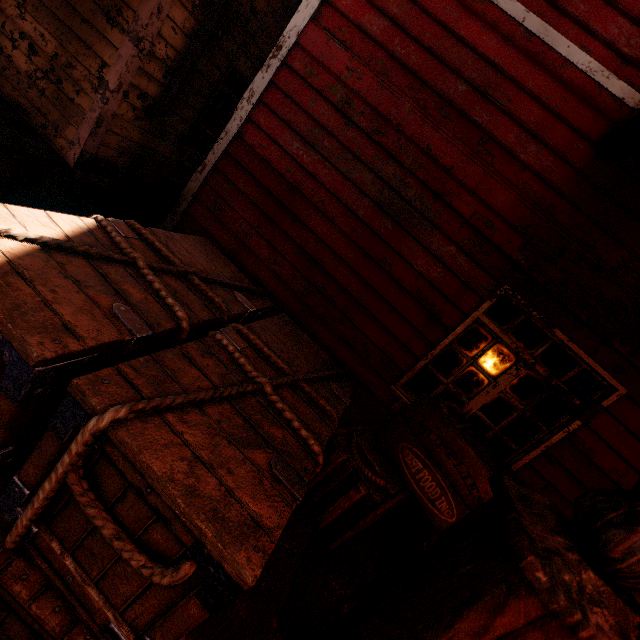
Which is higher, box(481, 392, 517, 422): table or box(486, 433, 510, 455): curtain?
box(486, 433, 510, 455): curtain

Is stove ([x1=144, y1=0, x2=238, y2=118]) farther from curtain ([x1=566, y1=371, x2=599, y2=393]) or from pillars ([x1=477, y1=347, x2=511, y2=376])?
pillars ([x1=477, y1=347, x2=511, y2=376])

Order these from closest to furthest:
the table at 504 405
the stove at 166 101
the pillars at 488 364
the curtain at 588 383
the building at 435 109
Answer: the building at 435 109 → the curtain at 588 383 → the stove at 166 101 → the pillars at 488 364 → the table at 504 405

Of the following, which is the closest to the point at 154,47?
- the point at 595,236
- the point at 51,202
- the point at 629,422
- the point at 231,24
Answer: the point at 231,24

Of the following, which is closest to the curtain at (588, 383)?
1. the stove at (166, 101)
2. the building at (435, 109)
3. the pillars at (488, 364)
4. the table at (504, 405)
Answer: the building at (435, 109)

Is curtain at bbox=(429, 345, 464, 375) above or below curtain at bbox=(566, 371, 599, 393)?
below

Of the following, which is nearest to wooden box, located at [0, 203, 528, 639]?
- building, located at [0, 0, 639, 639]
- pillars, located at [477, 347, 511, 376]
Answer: building, located at [0, 0, 639, 639]

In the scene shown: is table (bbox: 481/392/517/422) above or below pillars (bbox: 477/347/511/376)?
below
